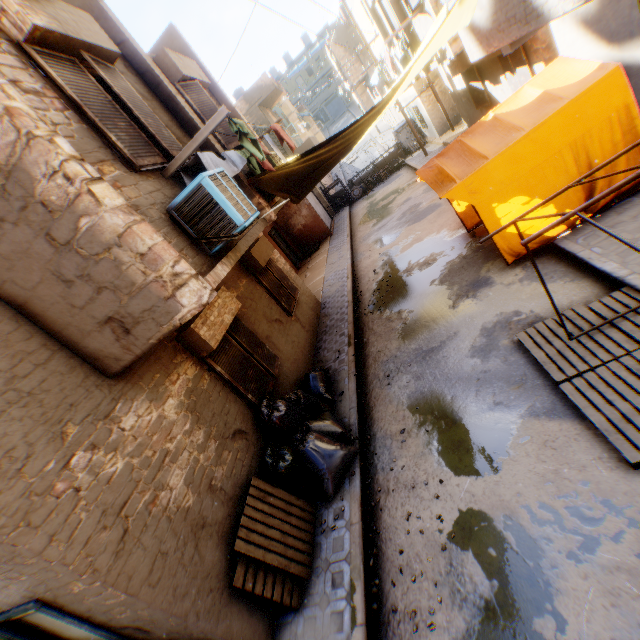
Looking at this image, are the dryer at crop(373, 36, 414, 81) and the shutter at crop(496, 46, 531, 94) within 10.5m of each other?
yes

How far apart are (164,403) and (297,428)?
2.33m

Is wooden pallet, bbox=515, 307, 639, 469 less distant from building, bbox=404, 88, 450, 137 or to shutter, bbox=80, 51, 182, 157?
building, bbox=404, 88, 450, 137

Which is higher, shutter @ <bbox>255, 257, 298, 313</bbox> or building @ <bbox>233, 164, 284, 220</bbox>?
building @ <bbox>233, 164, 284, 220</bbox>

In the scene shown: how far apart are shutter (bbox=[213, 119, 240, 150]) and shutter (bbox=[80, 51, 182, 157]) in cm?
130

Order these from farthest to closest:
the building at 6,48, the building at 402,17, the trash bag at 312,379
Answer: the building at 402,17
the trash bag at 312,379
the building at 6,48

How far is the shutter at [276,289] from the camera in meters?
9.1

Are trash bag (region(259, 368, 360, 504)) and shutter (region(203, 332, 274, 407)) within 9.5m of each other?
yes
